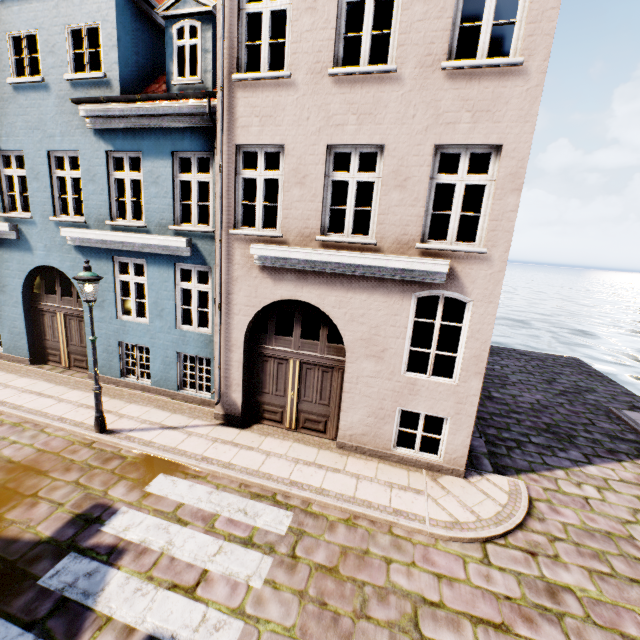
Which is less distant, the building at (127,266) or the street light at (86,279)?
the building at (127,266)

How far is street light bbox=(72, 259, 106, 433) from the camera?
6.4 meters

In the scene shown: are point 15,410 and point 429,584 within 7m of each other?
no

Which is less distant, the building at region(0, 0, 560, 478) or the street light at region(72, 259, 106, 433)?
the building at region(0, 0, 560, 478)

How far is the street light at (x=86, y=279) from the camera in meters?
6.4
